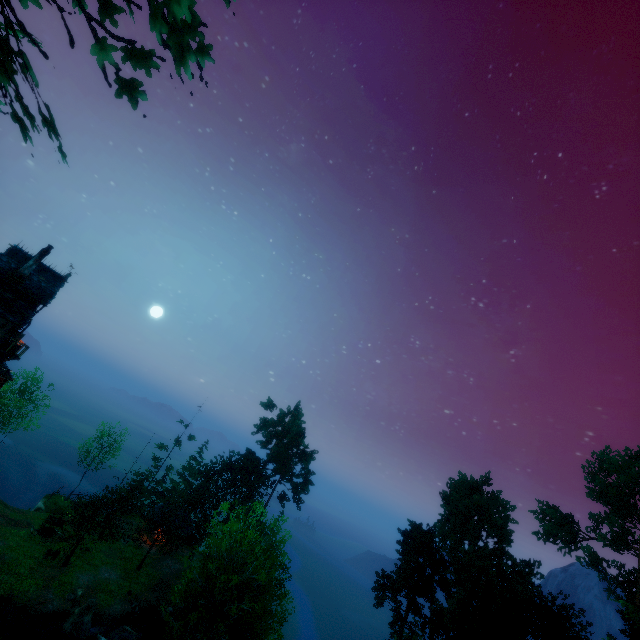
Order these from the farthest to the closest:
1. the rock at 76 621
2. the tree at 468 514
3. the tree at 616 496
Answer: the tree at 616 496, the tree at 468 514, the rock at 76 621

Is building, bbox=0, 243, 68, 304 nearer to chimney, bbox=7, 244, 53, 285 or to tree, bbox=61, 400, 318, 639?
chimney, bbox=7, 244, 53, 285

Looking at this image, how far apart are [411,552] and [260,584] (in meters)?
27.36

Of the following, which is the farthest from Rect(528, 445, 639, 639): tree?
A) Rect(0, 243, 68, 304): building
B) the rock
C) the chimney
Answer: the chimney

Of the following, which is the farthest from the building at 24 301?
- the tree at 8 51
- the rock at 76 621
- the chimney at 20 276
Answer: the rock at 76 621

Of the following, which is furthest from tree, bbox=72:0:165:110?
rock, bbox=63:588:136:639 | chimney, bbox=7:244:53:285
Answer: chimney, bbox=7:244:53:285

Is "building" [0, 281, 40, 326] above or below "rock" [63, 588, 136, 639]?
above
